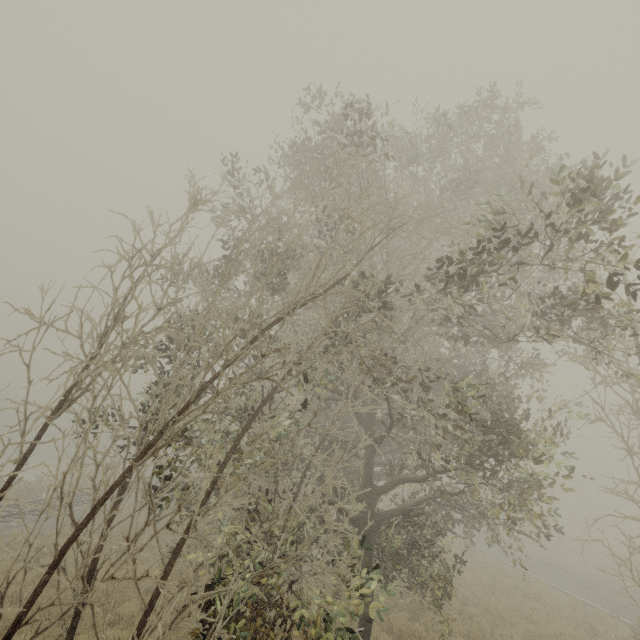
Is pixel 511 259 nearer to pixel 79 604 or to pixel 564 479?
pixel 564 479
